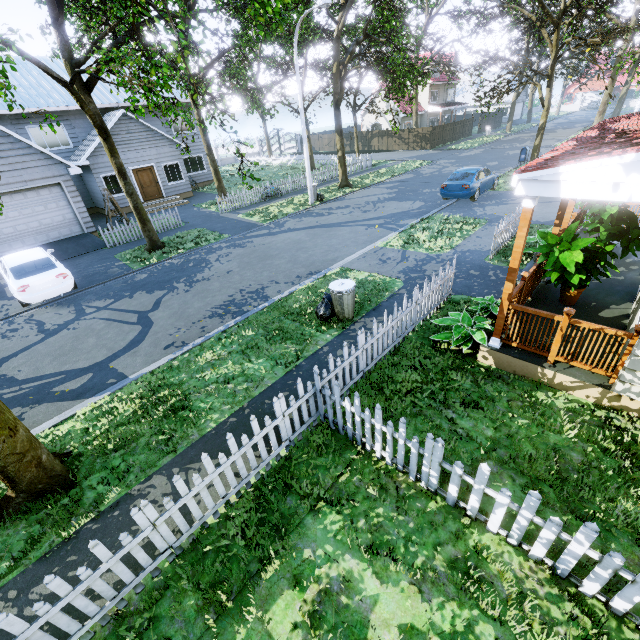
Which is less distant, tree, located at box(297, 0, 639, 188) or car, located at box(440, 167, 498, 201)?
tree, located at box(297, 0, 639, 188)

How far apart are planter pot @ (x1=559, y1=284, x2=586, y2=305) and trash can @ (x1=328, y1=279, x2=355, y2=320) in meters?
4.5 m

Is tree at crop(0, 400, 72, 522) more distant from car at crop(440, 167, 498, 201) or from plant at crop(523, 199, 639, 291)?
plant at crop(523, 199, 639, 291)

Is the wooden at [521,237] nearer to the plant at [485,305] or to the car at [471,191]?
the plant at [485,305]

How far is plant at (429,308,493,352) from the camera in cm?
625

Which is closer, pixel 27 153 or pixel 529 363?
pixel 529 363

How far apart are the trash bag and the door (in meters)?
19.84

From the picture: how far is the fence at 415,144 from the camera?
35.6 meters
